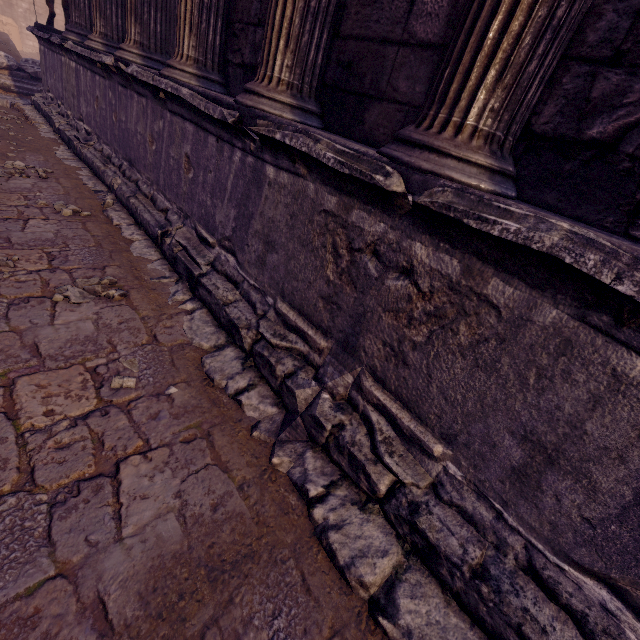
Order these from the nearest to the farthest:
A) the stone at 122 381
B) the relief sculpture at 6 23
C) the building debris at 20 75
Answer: the stone at 122 381 < the building debris at 20 75 < the relief sculpture at 6 23

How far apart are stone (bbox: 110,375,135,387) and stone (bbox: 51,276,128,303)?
0.6 meters

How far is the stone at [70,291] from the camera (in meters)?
2.32

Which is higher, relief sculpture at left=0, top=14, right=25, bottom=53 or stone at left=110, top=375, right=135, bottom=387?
relief sculpture at left=0, top=14, right=25, bottom=53

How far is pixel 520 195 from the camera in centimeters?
153cm

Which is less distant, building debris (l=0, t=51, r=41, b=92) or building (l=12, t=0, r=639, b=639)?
building (l=12, t=0, r=639, b=639)

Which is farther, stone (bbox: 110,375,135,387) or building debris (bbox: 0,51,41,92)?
building debris (bbox: 0,51,41,92)

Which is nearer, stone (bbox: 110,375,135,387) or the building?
the building
